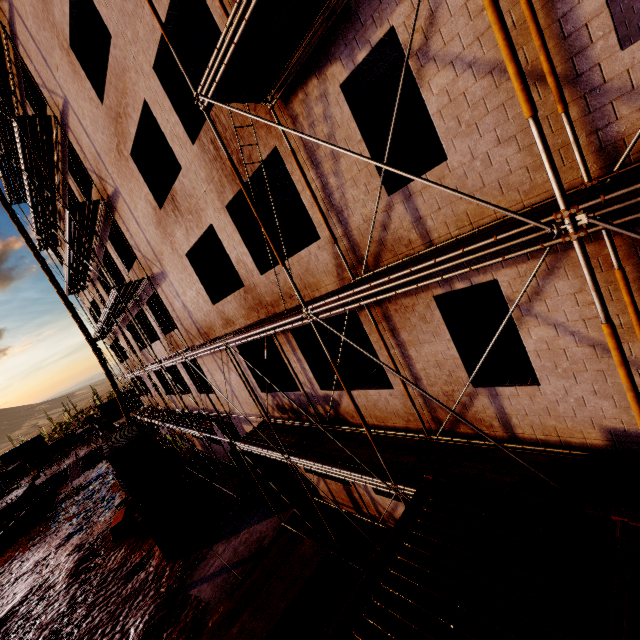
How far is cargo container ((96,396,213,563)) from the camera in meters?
14.8 m

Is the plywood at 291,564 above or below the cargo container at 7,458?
below

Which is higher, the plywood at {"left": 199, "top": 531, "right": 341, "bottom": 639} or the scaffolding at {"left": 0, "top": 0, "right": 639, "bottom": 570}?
the scaffolding at {"left": 0, "top": 0, "right": 639, "bottom": 570}

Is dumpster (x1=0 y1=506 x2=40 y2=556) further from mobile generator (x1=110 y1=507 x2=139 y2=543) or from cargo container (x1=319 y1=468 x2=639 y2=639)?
cargo container (x1=319 y1=468 x2=639 y2=639)

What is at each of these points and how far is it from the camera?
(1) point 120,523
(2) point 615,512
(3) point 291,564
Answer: (1) mobile generator, 18.4m
(2) cargo container, 3.4m
(3) plywood, 10.0m

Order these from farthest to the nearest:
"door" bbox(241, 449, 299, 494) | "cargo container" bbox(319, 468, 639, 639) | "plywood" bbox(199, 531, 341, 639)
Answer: "door" bbox(241, 449, 299, 494)
"plywood" bbox(199, 531, 341, 639)
"cargo container" bbox(319, 468, 639, 639)

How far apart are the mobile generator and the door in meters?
10.3 m

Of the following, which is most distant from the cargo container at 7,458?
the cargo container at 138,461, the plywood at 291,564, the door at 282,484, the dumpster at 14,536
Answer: the plywood at 291,564
